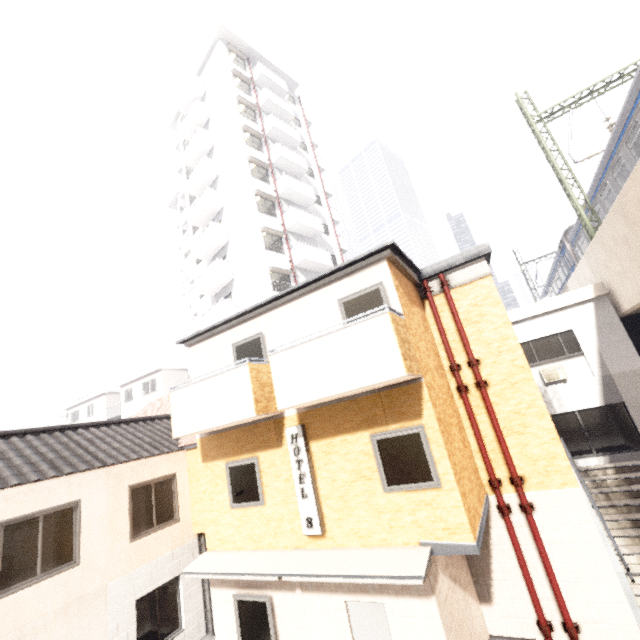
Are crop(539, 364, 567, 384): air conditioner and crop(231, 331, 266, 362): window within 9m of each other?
no

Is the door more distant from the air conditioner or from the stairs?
the air conditioner

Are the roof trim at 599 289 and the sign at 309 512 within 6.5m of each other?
no

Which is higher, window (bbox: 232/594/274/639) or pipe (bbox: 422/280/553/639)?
window (bbox: 232/594/274/639)

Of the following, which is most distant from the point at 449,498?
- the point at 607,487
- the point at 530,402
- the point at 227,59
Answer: the point at 227,59

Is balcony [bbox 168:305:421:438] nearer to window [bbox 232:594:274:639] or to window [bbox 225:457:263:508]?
window [bbox 225:457:263:508]

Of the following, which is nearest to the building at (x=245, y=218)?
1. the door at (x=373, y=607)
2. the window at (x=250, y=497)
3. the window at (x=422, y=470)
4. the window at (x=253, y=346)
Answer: the window at (x=253, y=346)

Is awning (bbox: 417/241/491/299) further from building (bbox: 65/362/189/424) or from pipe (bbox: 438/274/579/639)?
building (bbox: 65/362/189/424)
